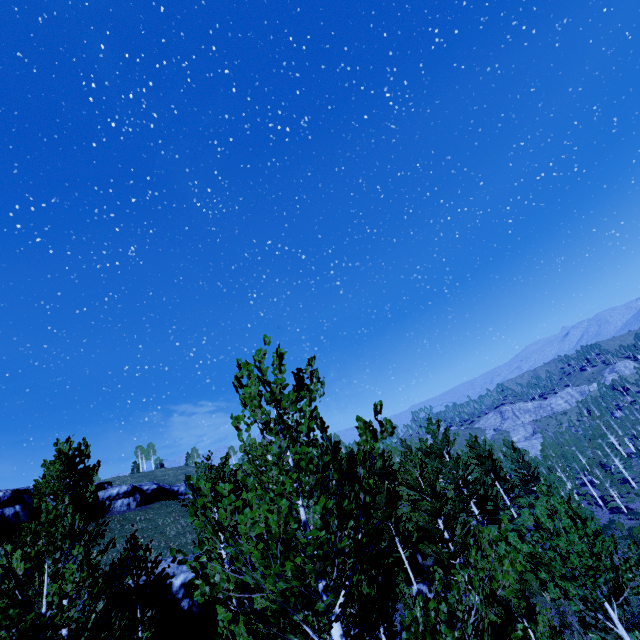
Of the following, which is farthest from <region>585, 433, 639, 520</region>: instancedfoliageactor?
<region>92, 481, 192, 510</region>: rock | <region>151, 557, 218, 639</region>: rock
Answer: <region>92, 481, 192, 510</region>: rock

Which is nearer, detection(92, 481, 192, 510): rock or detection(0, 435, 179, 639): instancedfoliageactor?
detection(0, 435, 179, 639): instancedfoliageactor

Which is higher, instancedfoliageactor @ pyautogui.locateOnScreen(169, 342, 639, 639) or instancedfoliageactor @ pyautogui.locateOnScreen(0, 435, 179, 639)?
instancedfoliageactor @ pyautogui.locateOnScreen(0, 435, 179, 639)

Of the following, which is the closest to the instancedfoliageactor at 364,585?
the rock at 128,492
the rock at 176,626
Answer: the rock at 176,626

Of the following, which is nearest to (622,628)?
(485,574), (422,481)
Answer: (485,574)

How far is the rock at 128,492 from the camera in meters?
45.8
